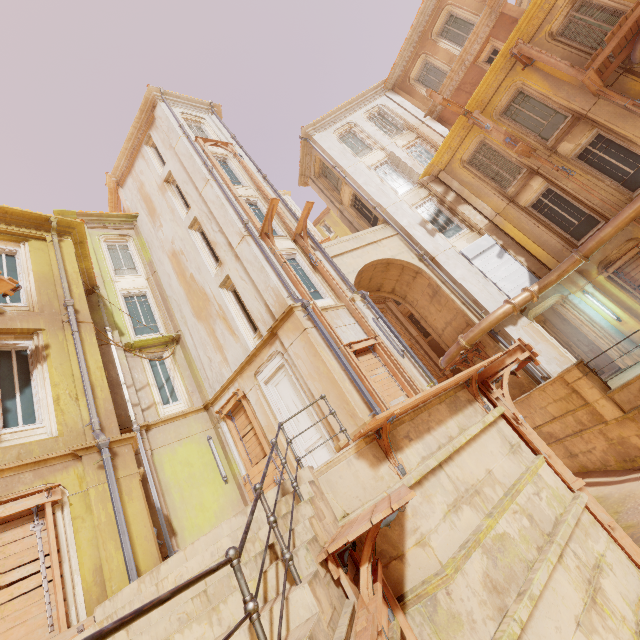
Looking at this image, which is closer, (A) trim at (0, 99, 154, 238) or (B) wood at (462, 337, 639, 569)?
(B) wood at (462, 337, 639, 569)

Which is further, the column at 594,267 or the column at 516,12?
the column at 516,12

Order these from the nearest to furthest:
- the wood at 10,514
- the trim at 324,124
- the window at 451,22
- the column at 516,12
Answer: the wood at 10,514 → the column at 516,12 → the window at 451,22 → the trim at 324,124

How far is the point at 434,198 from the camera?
16.8m

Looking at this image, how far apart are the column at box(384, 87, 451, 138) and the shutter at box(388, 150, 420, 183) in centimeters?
267cm

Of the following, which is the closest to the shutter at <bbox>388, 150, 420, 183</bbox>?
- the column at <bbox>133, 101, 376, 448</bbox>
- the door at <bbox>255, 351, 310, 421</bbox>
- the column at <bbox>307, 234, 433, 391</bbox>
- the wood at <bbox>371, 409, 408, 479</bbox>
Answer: the column at <bbox>307, 234, 433, 391</bbox>

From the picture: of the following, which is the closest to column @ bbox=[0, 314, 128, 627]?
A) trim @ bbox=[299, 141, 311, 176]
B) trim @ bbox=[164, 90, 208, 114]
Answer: trim @ bbox=[164, 90, 208, 114]

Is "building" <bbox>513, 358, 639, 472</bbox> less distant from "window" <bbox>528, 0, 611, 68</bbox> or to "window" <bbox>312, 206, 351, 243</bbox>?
"window" <bbox>528, 0, 611, 68</bbox>
